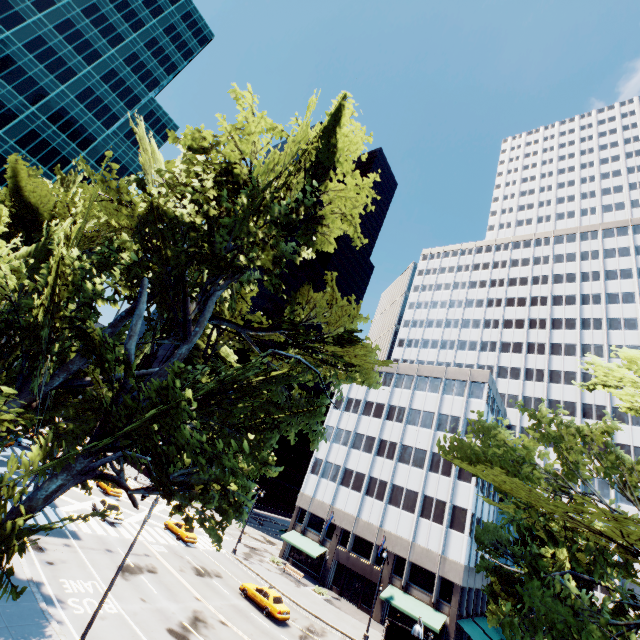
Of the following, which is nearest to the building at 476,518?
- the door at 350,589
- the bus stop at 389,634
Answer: the door at 350,589

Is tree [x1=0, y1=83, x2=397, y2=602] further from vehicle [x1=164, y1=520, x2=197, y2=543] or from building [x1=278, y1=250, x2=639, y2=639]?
vehicle [x1=164, y1=520, x2=197, y2=543]

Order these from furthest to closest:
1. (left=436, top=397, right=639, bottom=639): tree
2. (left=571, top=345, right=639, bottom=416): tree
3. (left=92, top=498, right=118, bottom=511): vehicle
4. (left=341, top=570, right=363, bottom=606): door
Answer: (left=341, top=570, right=363, bottom=606): door, (left=92, top=498, right=118, bottom=511): vehicle, (left=571, top=345, right=639, bottom=416): tree, (left=436, top=397, right=639, bottom=639): tree

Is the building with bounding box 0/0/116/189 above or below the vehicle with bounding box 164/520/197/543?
above

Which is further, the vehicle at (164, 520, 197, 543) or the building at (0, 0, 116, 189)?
the building at (0, 0, 116, 189)

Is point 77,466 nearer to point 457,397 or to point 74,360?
point 74,360

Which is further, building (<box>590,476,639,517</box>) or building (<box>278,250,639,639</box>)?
building (<box>590,476,639,517</box>)

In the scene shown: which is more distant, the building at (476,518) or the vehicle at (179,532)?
the building at (476,518)
